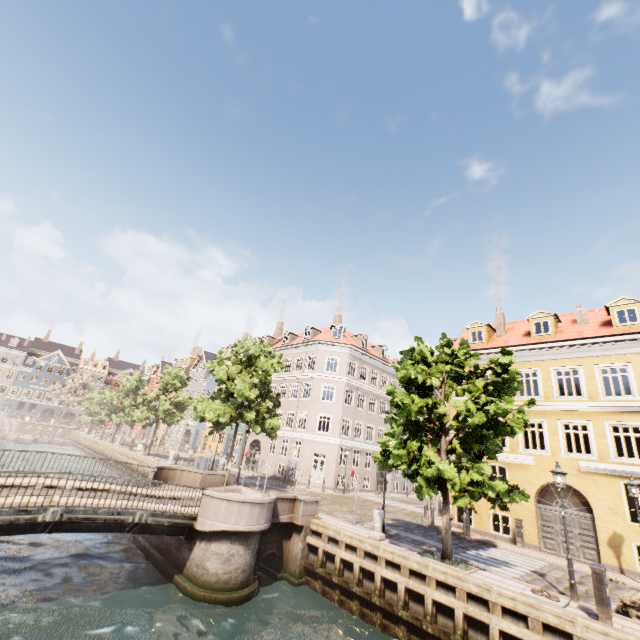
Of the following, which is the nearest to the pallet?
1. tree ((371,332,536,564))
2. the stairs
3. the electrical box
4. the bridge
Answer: the electrical box

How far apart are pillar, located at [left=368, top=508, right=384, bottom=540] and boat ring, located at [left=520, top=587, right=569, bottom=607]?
5.3m

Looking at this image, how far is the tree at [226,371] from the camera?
22.06m

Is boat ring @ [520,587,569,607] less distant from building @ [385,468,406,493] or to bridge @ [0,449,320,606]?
bridge @ [0,449,320,606]

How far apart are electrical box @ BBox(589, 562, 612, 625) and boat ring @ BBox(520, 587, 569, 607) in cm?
78

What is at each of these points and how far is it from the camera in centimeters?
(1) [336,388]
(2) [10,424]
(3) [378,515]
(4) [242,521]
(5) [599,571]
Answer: (1) building, 3269cm
(2) stairs, 5666cm
(3) pillar, 1368cm
(4) bridge, 1216cm
(5) electrical box, 849cm

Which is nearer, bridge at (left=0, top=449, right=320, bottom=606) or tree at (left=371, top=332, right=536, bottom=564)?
bridge at (left=0, top=449, right=320, bottom=606)

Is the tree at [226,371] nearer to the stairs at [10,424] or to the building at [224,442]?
the building at [224,442]
